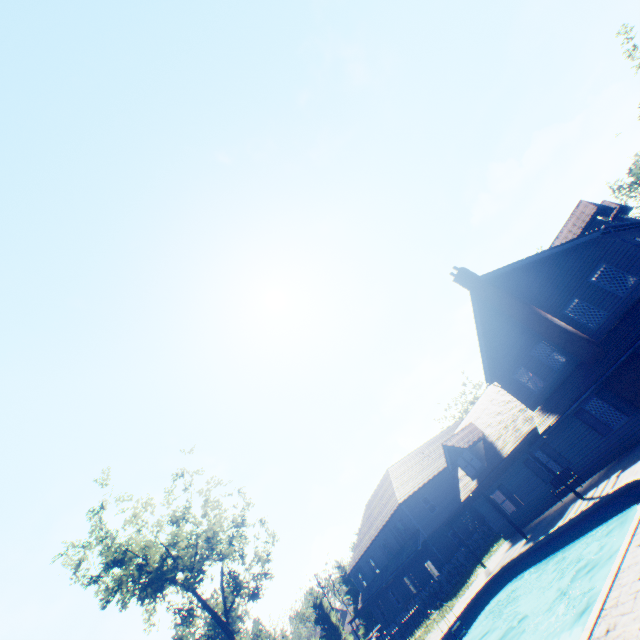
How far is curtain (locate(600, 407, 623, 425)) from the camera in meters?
16.5 m

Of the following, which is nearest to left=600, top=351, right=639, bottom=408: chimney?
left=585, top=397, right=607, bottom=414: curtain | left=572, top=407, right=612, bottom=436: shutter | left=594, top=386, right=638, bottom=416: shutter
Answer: left=594, top=386, right=638, bottom=416: shutter

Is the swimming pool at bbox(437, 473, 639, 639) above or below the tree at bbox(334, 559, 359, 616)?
below

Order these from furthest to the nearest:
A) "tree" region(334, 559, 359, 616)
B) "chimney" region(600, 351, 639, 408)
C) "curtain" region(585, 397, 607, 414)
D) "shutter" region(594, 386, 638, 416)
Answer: "tree" region(334, 559, 359, 616) → "curtain" region(585, 397, 607, 414) → "shutter" region(594, 386, 638, 416) → "chimney" region(600, 351, 639, 408)

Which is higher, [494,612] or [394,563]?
[394,563]

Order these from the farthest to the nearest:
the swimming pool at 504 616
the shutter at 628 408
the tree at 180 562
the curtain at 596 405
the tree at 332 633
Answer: the tree at 332 633
the tree at 180 562
the curtain at 596 405
the shutter at 628 408
the swimming pool at 504 616

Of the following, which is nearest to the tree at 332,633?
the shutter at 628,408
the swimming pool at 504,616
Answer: the swimming pool at 504,616

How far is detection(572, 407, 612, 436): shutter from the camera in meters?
16.8
